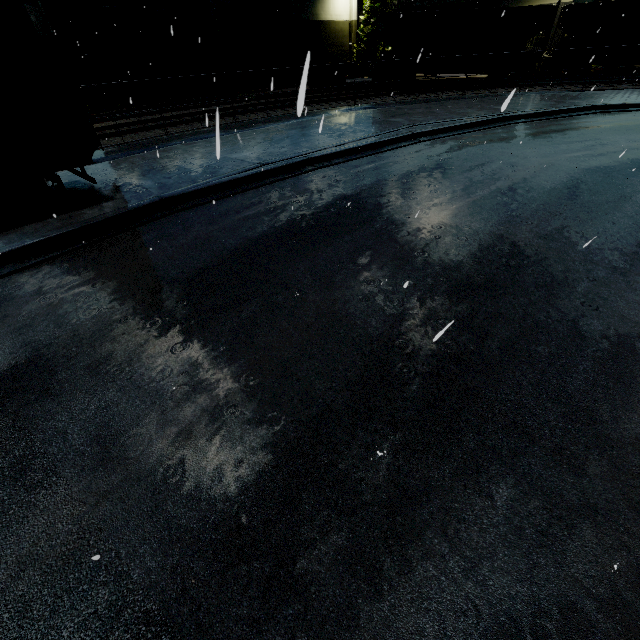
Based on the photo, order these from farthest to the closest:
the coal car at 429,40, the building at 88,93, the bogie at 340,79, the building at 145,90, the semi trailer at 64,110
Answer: the bogie at 340,79 → the building at 145,90 → the coal car at 429,40 → the building at 88,93 → the semi trailer at 64,110

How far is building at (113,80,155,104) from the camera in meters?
23.4 m

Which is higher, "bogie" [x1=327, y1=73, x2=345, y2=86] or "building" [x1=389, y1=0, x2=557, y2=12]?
"building" [x1=389, y1=0, x2=557, y2=12]

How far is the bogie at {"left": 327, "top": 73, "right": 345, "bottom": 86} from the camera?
27.03m

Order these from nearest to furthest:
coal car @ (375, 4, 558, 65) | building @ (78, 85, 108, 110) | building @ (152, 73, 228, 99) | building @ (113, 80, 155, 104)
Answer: building @ (78, 85, 108, 110), coal car @ (375, 4, 558, 65), building @ (113, 80, 155, 104), building @ (152, 73, 228, 99)

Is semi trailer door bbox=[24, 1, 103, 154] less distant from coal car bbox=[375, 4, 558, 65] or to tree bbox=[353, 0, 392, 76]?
tree bbox=[353, 0, 392, 76]

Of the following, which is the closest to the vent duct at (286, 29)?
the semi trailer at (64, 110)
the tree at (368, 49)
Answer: the tree at (368, 49)

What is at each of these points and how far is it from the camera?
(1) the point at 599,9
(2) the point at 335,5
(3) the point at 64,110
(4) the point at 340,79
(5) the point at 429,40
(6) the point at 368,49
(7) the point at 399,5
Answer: (1) coal car, 22.4m
(2) building, 34.7m
(3) semi trailer, 6.8m
(4) bogie, 27.1m
(5) coal car, 23.5m
(6) tree, 36.3m
(7) building, 36.2m
